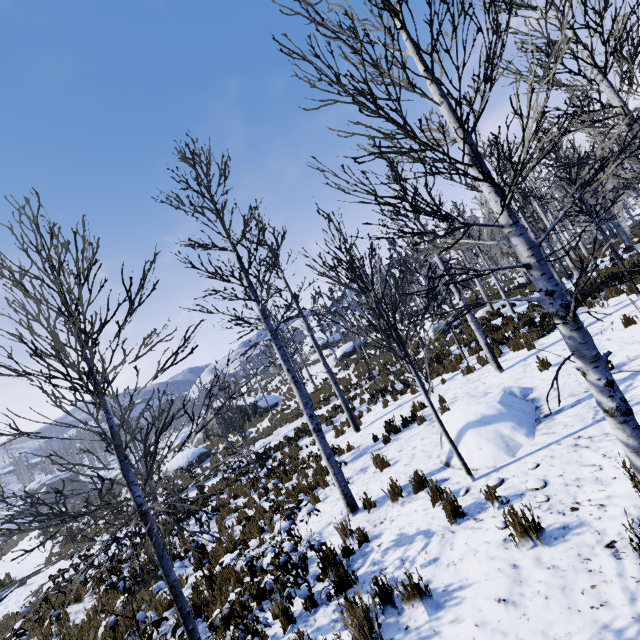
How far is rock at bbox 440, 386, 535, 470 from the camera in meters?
5.3 m

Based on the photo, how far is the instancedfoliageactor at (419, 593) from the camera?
3.45m

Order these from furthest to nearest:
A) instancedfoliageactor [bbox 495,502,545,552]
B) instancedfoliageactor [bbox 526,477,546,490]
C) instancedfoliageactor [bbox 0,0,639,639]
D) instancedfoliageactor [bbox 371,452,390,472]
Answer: instancedfoliageactor [bbox 371,452,390,472], instancedfoliageactor [bbox 526,477,546,490], instancedfoliageactor [bbox 495,502,545,552], instancedfoliageactor [bbox 0,0,639,639]

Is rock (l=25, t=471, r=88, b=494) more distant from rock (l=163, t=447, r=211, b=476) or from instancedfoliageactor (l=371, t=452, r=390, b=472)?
instancedfoliageactor (l=371, t=452, r=390, b=472)

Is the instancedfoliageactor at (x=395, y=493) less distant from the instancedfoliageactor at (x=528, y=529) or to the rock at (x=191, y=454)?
the instancedfoliageactor at (x=528, y=529)

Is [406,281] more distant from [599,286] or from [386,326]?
[386,326]

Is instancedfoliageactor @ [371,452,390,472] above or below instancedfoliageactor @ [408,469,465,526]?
below

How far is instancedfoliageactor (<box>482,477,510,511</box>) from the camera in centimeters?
418cm
